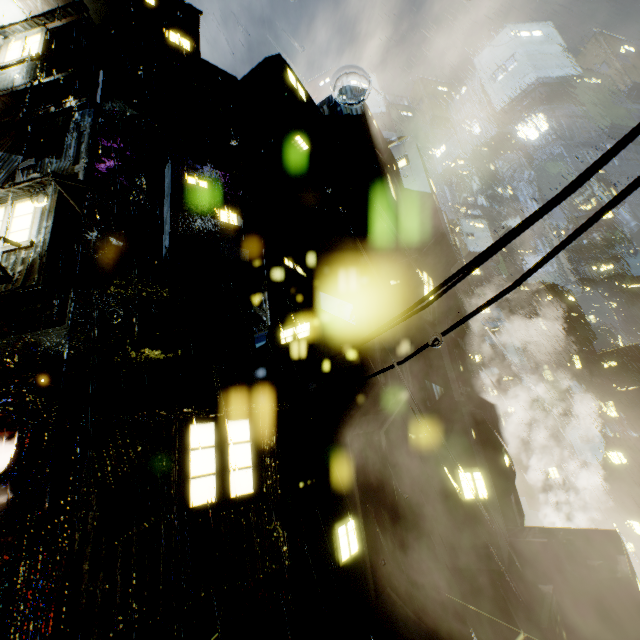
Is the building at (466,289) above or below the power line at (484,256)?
above

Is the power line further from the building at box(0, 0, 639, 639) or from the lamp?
the lamp

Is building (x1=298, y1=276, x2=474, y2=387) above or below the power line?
above

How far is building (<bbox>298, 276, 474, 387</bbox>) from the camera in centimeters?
1142cm

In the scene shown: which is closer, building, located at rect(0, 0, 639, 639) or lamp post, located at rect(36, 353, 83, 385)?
building, located at rect(0, 0, 639, 639)

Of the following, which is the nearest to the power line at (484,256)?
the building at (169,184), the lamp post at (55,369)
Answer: the building at (169,184)

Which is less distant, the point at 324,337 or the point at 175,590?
the point at 175,590
